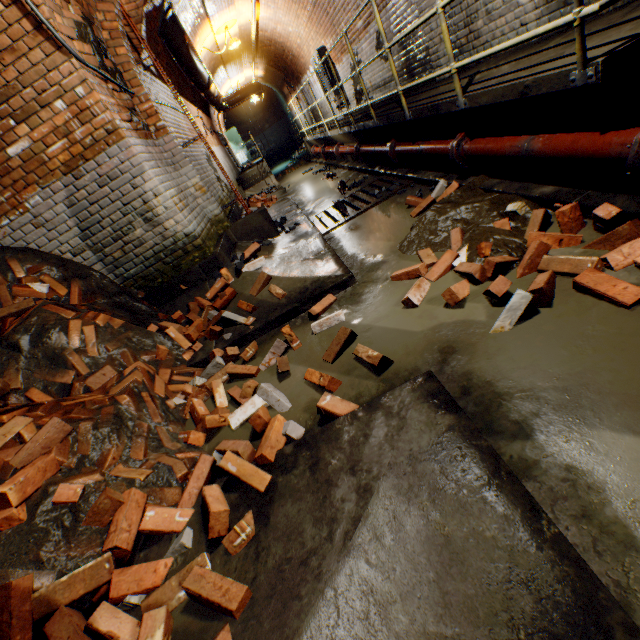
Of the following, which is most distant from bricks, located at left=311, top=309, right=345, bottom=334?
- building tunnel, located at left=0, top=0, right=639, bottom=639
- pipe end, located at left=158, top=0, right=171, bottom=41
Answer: pipe end, located at left=158, top=0, right=171, bottom=41

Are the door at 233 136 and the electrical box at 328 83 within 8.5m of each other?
no

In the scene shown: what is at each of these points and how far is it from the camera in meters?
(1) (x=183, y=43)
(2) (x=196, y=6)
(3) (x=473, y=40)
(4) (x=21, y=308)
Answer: (1) pipe, 7.0 m
(2) building tunnel, 7.9 m
(3) building tunnel, 4.4 m
(4) bricks, 3.4 m

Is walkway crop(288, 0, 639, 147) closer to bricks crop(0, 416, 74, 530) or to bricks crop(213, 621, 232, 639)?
bricks crop(213, 621, 232, 639)

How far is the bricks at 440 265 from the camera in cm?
220

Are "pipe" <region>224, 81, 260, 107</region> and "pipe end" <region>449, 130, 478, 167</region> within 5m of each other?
no

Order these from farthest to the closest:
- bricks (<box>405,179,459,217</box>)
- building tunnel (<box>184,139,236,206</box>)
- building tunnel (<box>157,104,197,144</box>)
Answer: building tunnel (<box>184,139,236,206</box>), building tunnel (<box>157,104,197,144</box>), bricks (<box>405,179,459,217</box>)

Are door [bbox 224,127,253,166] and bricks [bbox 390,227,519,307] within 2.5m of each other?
no
